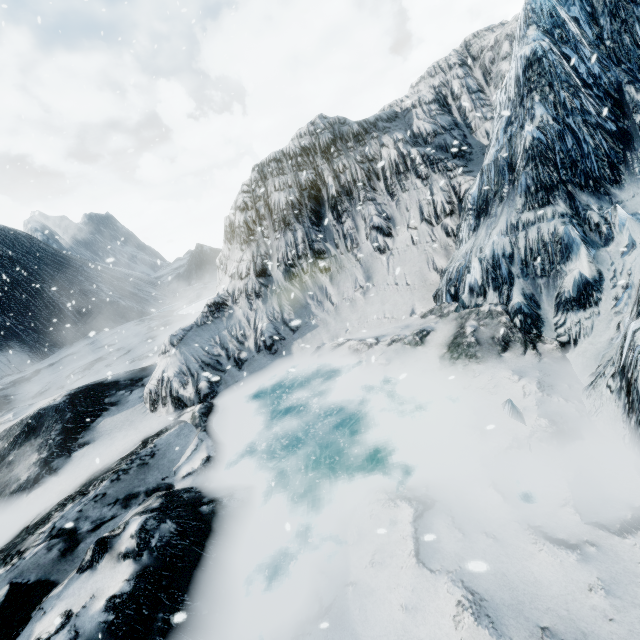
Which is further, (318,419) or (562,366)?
(318,419)
